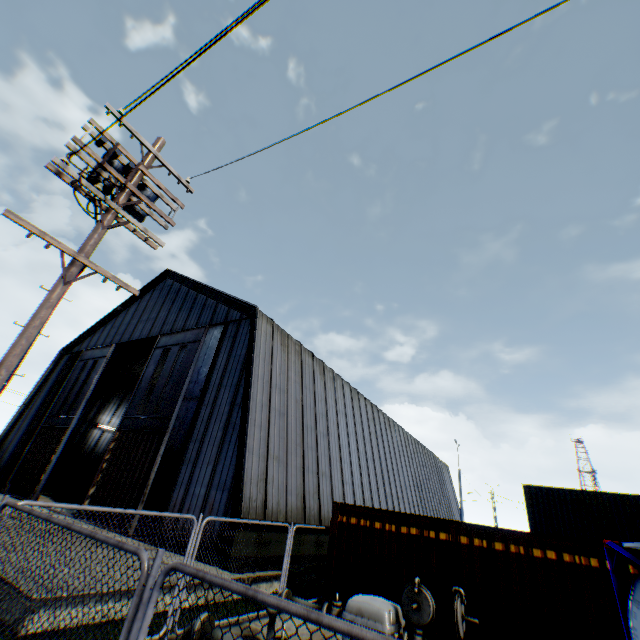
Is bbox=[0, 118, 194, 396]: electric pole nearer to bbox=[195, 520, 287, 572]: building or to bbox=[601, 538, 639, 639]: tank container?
bbox=[601, 538, 639, 639]: tank container

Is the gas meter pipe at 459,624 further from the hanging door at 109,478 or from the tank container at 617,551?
A: the hanging door at 109,478

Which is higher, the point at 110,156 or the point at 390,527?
the point at 110,156

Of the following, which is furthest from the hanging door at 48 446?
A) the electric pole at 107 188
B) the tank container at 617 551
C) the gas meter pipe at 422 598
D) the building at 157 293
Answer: the tank container at 617 551

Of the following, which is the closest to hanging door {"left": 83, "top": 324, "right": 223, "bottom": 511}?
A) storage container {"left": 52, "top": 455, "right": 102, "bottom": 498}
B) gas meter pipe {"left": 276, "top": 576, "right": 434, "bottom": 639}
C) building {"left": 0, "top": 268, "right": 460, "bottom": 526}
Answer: building {"left": 0, "top": 268, "right": 460, "bottom": 526}

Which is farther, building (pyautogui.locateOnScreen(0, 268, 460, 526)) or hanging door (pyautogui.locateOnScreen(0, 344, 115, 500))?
hanging door (pyautogui.locateOnScreen(0, 344, 115, 500))

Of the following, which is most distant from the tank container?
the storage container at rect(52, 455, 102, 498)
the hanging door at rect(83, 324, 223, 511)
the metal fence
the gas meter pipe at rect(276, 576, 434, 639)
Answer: the storage container at rect(52, 455, 102, 498)

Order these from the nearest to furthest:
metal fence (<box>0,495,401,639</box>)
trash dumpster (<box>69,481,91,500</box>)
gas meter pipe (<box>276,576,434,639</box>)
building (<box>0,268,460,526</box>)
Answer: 1. metal fence (<box>0,495,401,639</box>)
2. gas meter pipe (<box>276,576,434,639</box>)
3. building (<box>0,268,460,526</box>)
4. trash dumpster (<box>69,481,91,500</box>)
